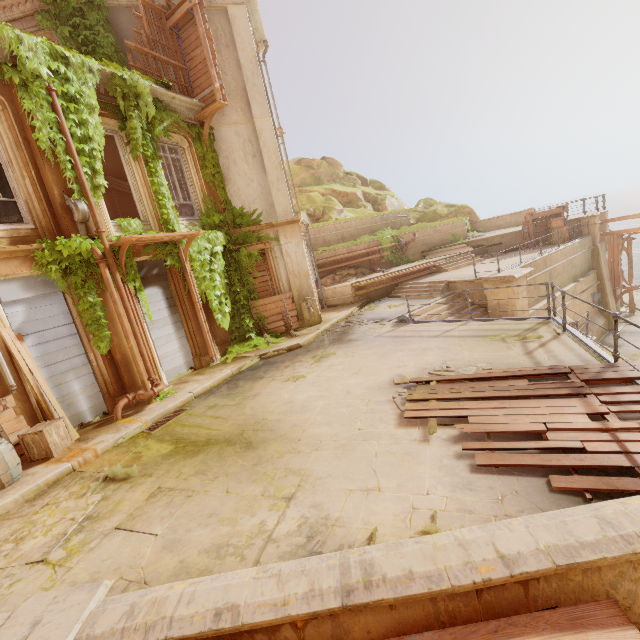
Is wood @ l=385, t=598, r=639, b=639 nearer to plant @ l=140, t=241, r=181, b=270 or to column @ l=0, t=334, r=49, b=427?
plant @ l=140, t=241, r=181, b=270

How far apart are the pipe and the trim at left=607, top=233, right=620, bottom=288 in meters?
24.8 m

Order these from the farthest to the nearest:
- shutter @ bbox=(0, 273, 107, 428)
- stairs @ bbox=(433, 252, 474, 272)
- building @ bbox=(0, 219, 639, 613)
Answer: stairs @ bbox=(433, 252, 474, 272)
shutter @ bbox=(0, 273, 107, 428)
building @ bbox=(0, 219, 639, 613)

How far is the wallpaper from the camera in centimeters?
1675cm

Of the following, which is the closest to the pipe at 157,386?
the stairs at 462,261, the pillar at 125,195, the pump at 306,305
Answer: the pump at 306,305

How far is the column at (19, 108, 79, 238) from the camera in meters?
7.5 m

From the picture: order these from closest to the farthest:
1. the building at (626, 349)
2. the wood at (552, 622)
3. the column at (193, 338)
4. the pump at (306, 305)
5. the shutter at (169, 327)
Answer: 1. the wood at (552, 622)
2. the shutter at (169, 327)
3. the column at (193, 338)
4. the pump at (306, 305)
5. the building at (626, 349)

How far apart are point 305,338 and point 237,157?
7.5m
